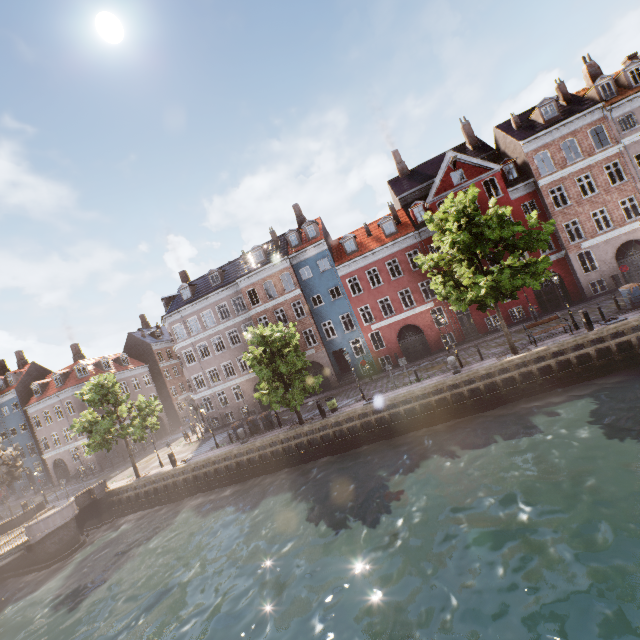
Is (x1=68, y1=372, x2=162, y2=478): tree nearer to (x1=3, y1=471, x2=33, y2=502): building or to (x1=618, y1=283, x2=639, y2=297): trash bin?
(x1=3, y1=471, x2=33, y2=502): building

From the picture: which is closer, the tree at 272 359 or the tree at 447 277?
the tree at 447 277

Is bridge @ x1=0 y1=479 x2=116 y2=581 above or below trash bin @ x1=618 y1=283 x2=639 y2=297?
below

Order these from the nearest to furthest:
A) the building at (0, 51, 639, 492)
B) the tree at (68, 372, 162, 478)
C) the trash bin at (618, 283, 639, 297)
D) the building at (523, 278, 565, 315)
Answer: the trash bin at (618, 283, 639, 297) < the building at (0, 51, 639, 492) < the tree at (68, 372, 162, 478) < the building at (523, 278, 565, 315)

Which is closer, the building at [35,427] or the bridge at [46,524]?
the bridge at [46,524]

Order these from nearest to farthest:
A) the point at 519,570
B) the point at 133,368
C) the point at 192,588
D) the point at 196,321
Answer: the point at 519,570
the point at 192,588
the point at 196,321
the point at 133,368

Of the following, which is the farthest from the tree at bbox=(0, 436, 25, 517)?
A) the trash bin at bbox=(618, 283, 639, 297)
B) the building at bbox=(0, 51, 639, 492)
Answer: the trash bin at bbox=(618, 283, 639, 297)

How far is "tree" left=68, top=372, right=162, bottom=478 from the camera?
25.8m
